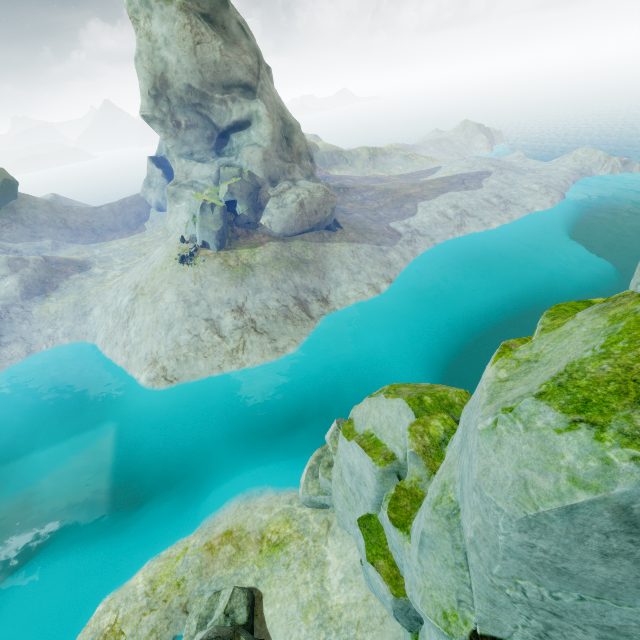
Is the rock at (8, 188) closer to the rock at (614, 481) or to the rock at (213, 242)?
the rock at (213, 242)

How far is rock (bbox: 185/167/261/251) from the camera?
28.3 meters

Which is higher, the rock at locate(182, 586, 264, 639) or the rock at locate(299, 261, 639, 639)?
the rock at locate(299, 261, 639, 639)

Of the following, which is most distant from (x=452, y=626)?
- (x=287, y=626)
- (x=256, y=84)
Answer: (x=256, y=84)

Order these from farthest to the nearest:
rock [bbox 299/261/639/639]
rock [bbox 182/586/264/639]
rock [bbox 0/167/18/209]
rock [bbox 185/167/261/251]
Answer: rock [bbox 0/167/18/209]
rock [bbox 185/167/261/251]
rock [bbox 182/586/264/639]
rock [bbox 299/261/639/639]

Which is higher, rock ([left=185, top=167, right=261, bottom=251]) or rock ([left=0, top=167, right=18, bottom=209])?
rock ([left=0, top=167, right=18, bottom=209])

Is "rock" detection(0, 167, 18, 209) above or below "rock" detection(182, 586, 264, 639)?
above
